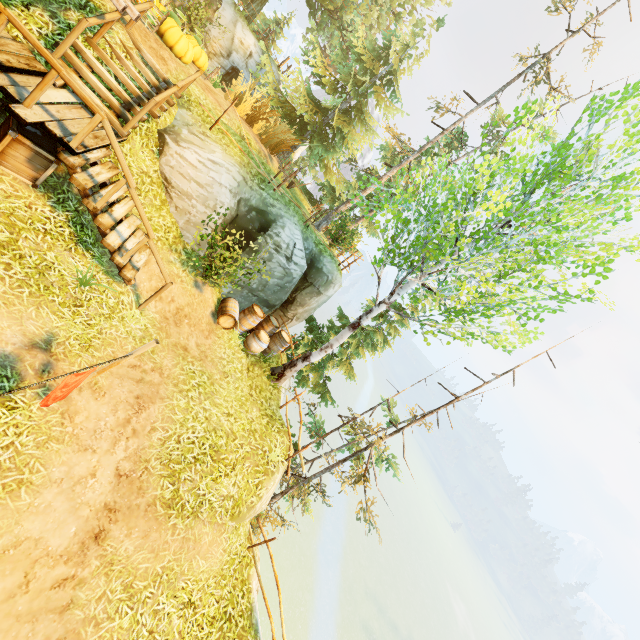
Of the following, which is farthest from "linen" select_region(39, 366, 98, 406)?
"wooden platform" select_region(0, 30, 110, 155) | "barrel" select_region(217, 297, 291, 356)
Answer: "barrel" select_region(217, 297, 291, 356)

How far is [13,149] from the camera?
5.8 meters

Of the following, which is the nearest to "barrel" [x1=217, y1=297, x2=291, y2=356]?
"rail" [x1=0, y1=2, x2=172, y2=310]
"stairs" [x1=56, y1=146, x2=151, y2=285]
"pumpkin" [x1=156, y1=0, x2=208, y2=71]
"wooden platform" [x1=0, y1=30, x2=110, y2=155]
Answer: "rail" [x1=0, y1=2, x2=172, y2=310]

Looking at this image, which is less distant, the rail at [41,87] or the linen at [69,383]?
the linen at [69,383]

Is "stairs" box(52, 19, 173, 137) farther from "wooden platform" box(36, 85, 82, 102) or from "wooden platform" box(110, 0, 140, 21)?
"wooden platform" box(110, 0, 140, 21)

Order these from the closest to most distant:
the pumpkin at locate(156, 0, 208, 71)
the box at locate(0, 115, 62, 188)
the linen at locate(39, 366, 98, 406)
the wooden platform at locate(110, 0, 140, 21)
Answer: the linen at locate(39, 366, 98, 406), the box at locate(0, 115, 62, 188), the wooden platform at locate(110, 0, 140, 21), the pumpkin at locate(156, 0, 208, 71)

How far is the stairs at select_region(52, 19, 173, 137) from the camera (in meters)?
6.89

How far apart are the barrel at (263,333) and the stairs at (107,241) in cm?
412
